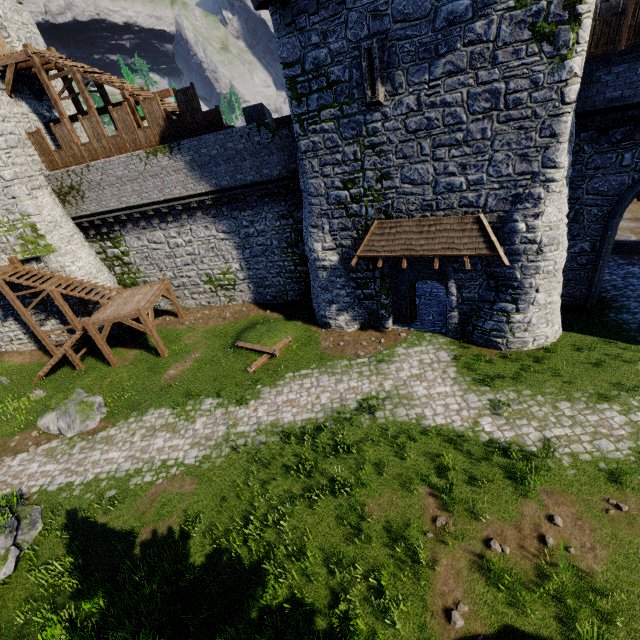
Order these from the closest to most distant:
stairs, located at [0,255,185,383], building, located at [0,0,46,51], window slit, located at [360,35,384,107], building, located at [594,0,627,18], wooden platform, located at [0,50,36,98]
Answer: window slit, located at [360,35,384,107], building, located at [594,0,627,18], wooden platform, located at [0,50,36,98], stairs, located at [0,255,185,383], building, located at [0,0,46,51]

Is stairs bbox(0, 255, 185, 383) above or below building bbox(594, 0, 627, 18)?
below

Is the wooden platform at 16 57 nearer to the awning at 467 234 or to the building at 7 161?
the building at 7 161

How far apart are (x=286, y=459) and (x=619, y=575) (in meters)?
9.15

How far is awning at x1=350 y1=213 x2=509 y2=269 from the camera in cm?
1227

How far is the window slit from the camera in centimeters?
1085cm

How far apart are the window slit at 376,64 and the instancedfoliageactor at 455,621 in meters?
15.1

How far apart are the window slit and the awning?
4.08m
